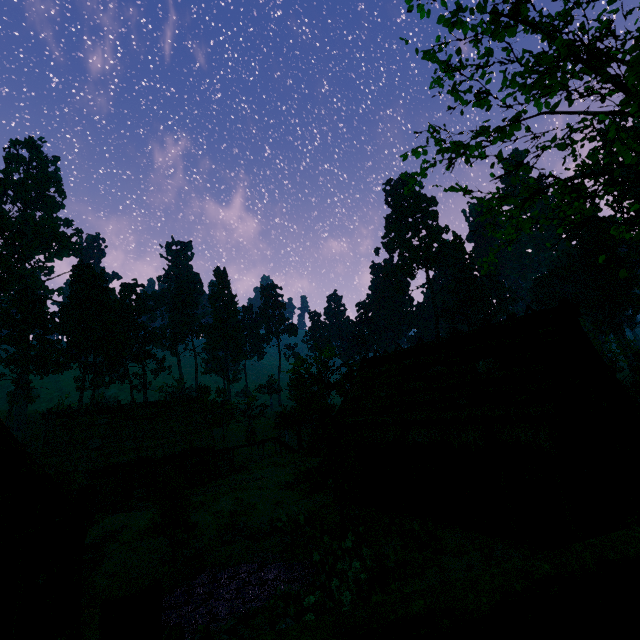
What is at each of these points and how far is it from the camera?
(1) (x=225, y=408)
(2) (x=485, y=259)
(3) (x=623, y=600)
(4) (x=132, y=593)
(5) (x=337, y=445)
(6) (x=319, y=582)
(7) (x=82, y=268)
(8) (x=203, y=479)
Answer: (1) treerock, 52.72m
(2) treerock, 12.68m
(3) fence arch, 1.14m
(4) fence arch, 1.04m
(5) treerock, 16.03m
(6) rock, 11.66m
(7) treerock, 50.69m
(8) barrel, 27.66m

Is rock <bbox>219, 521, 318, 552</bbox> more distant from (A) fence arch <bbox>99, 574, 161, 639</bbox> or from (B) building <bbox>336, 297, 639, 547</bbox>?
(A) fence arch <bbox>99, 574, 161, 639</bbox>

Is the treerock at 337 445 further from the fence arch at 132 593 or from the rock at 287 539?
the fence arch at 132 593

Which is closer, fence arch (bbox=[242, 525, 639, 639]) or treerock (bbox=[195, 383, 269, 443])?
fence arch (bbox=[242, 525, 639, 639])

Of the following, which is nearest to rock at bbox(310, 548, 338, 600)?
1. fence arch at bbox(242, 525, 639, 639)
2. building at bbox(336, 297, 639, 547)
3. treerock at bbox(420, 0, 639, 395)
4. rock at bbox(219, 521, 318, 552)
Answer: treerock at bbox(420, 0, 639, 395)

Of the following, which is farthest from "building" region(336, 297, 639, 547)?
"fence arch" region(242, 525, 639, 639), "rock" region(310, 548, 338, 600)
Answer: "fence arch" region(242, 525, 639, 639)

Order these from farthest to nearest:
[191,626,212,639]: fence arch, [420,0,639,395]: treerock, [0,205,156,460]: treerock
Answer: [0,205,156,460]: treerock → [420,0,639,395]: treerock → [191,626,212,639]: fence arch

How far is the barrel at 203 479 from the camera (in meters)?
26.89
